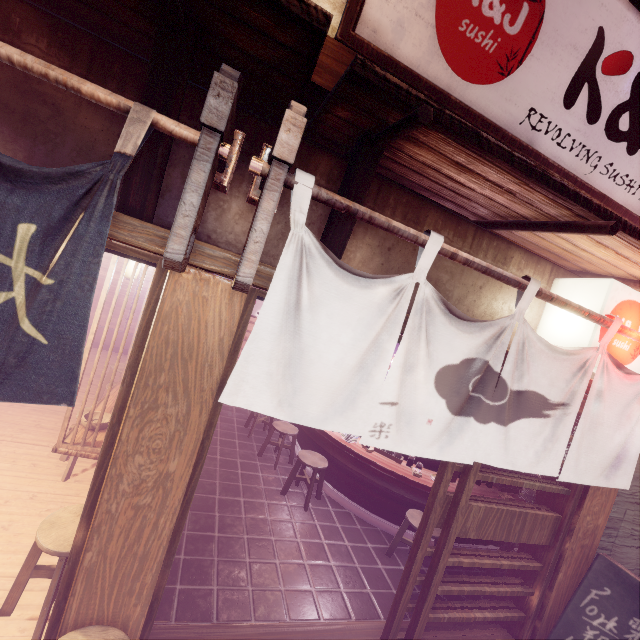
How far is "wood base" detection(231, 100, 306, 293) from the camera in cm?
263

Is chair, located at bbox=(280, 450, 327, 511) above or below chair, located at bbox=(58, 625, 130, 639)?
below

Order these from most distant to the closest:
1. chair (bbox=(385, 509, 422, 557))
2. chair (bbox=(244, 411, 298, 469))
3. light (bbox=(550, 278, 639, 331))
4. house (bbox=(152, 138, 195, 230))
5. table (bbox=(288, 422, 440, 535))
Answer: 1. chair (bbox=(244, 411, 298, 469))
2. table (bbox=(288, 422, 440, 535))
3. chair (bbox=(385, 509, 422, 557))
4. light (bbox=(550, 278, 639, 331))
5. house (bbox=(152, 138, 195, 230))

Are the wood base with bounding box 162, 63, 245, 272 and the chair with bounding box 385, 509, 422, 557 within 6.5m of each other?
no

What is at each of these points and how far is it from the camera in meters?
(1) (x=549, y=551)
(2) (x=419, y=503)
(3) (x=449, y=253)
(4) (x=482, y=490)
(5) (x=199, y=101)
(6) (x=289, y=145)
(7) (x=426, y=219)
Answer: (1) door frame, 5.6 m
(2) table, 8.6 m
(3) wood, 3.5 m
(4) table, 8.8 m
(5) house, 3.5 m
(6) wood base, 2.6 m
(7) house, 4.4 m

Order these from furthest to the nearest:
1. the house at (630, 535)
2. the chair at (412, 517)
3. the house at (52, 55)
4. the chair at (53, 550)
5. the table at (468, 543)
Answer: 1. the table at (468, 543)
2. the chair at (412, 517)
3. the house at (630, 535)
4. the chair at (53, 550)
5. the house at (52, 55)

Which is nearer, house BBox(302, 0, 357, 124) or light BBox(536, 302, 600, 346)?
house BBox(302, 0, 357, 124)

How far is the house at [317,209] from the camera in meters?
4.0
